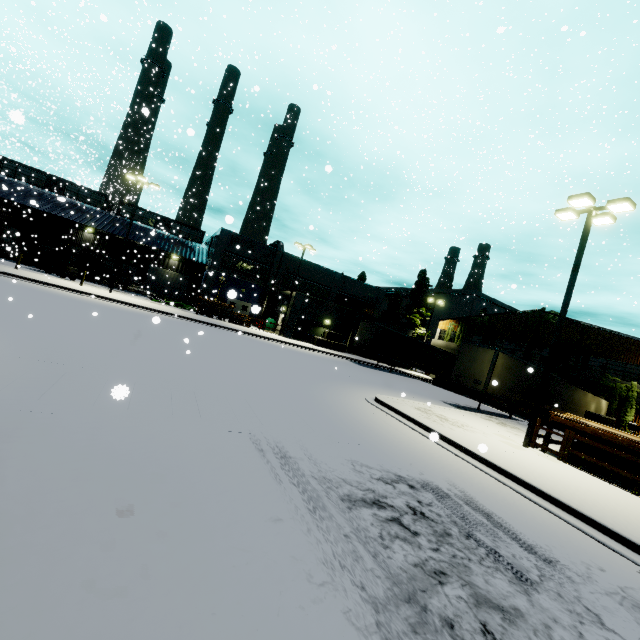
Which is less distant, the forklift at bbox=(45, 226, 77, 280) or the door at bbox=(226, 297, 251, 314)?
the forklift at bbox=(45, 226, 77, 280)

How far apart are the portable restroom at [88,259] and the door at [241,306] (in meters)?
13.72

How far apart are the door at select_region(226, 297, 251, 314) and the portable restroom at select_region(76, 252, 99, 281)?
13.7m

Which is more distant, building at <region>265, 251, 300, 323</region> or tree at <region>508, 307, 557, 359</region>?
building at <region>265, 251, 300, 323</region>

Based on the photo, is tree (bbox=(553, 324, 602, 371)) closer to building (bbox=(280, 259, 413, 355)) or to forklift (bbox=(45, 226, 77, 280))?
building (bbox=(280, 259, 413, 355))

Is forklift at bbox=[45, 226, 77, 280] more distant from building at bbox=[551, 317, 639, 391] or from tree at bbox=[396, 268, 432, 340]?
tree at bbox=[396, 268, 432, 340]

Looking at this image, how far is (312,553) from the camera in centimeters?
381cm

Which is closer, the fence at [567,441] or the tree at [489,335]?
the fence at [567,441]
